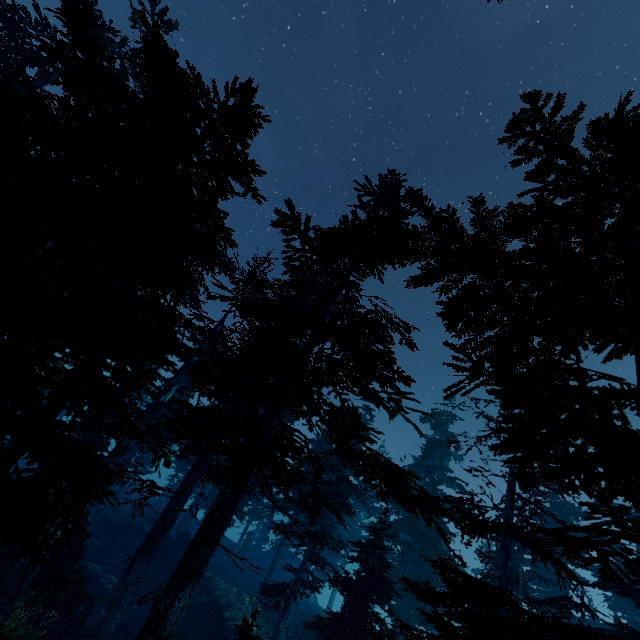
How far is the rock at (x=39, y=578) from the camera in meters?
14.0

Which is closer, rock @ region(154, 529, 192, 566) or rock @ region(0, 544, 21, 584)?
rock @ region(0, 544, 21, 584)

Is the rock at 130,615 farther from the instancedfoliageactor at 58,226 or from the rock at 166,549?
the rock at 166,549

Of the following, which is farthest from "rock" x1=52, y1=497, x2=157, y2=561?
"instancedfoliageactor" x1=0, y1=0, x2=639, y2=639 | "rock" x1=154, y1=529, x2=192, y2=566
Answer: "rock" x1=154, y1=529, x2=192, y2=566

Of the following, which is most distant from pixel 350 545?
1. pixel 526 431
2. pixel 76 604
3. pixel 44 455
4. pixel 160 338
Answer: pixel 526 431

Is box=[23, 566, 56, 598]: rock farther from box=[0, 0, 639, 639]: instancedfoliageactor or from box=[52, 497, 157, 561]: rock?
box=[52, 497, 157, 561]: rock

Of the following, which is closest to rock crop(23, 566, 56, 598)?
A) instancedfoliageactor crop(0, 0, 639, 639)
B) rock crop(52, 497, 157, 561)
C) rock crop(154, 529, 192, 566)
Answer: instancedfoliageactor crop(0, 0, 639, 639)

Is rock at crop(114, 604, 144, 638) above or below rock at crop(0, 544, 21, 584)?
below
